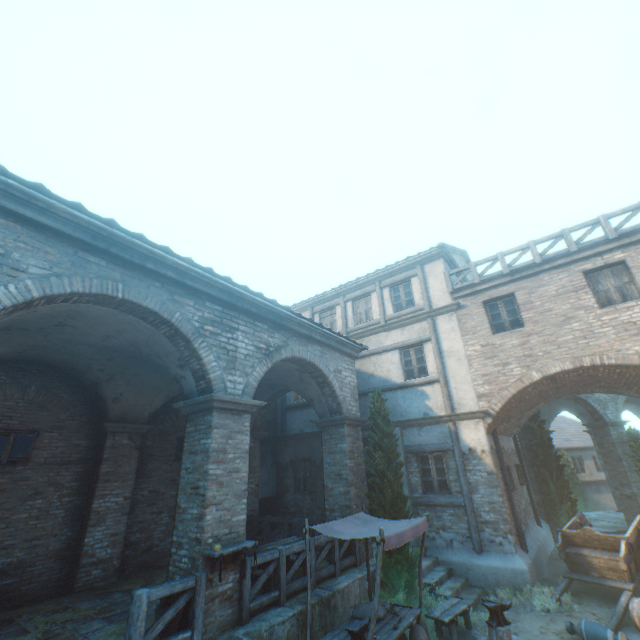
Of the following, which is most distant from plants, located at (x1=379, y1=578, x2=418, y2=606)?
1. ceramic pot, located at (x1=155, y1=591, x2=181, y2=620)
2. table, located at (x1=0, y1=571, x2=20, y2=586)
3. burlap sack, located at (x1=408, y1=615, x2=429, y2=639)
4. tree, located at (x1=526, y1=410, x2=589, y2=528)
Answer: tree, located at (x1=526, y1=410, x2=589, y2=528)

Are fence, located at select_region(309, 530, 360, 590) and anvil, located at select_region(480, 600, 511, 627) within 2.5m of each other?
no

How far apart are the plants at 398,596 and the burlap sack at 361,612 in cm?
119

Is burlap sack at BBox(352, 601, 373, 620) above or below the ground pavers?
above

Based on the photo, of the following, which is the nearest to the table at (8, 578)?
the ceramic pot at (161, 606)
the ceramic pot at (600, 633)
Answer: the ceramic pot at (161, 606)

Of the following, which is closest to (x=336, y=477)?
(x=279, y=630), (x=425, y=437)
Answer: (x=425, y=437)

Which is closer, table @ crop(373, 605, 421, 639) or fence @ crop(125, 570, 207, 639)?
fence @ crop(125, 570, 207, 639)

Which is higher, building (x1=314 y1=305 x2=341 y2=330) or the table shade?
building (x1=314 y1=305 x2=341 y2=330)
